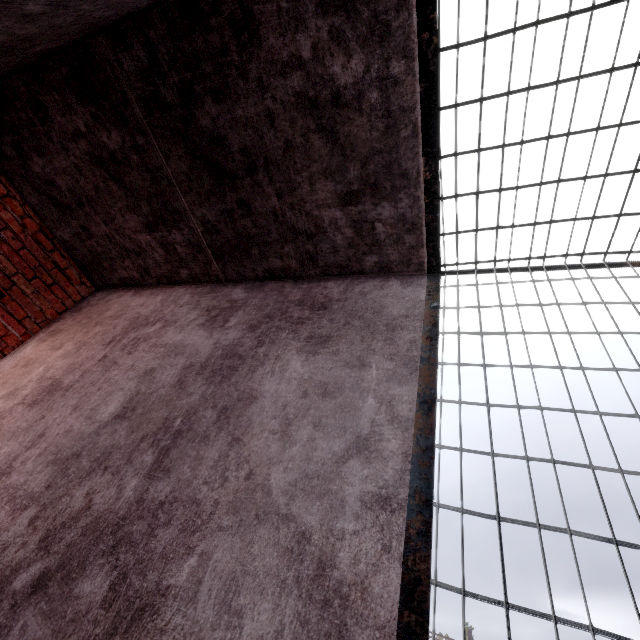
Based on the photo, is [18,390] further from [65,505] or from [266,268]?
[266,268]
